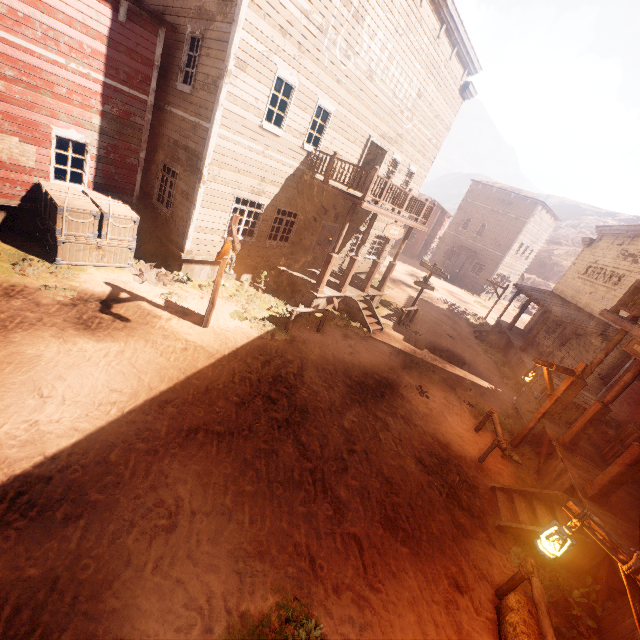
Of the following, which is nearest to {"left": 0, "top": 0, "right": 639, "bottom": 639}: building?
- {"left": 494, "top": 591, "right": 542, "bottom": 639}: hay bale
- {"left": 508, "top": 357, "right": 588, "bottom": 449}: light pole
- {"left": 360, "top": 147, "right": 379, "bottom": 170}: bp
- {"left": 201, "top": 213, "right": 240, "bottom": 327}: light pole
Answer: {"left": 360, "top": 147, "right": 379, "bottom": 170}: bp

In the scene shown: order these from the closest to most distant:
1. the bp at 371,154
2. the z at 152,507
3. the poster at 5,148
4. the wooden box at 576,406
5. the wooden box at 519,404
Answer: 1. the z at 152,507
2. the poster at 5,148
3. the wooden box at 576,406
4. the wooden box at 519,404
5. the bp at 371,154

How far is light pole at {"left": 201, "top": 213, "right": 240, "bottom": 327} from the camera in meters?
7.2

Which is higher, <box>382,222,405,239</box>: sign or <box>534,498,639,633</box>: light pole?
<box>382,222,405,239</box>: sign

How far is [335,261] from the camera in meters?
17.5

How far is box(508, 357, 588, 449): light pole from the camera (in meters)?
8.77

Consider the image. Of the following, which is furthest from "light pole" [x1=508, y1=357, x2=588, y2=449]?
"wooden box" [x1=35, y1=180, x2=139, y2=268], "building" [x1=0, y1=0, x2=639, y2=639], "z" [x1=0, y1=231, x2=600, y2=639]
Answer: "wooden box" [x1=35, y1=180, x2=139, y2=268]

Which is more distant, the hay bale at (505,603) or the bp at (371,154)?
the bp at (371,154)
